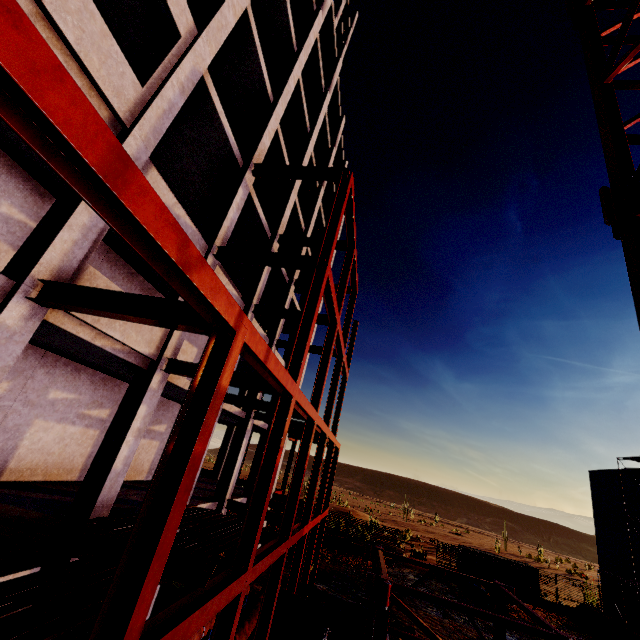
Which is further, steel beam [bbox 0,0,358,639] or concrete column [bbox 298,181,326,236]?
concrete column [bbox 298,181,326,236]

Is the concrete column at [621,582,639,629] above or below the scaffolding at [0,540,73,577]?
below

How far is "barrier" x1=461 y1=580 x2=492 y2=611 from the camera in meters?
23.0

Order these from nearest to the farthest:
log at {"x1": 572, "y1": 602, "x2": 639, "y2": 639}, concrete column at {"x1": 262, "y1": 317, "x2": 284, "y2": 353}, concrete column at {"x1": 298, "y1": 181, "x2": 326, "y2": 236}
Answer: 1. concrete column at {"x1": 262, "y1": 317, "x2": 284, "y2": 353}
2. log at {"x1": 572, "y1": 602, "x2": 639, "y2": 639}
3. concrete column at {"x1": 298, "y1": 181, "x2": 326, "y2": 236}

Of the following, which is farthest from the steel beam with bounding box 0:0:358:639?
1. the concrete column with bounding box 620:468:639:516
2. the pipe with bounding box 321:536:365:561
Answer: the concrete column with bounding box 620:468:639:516

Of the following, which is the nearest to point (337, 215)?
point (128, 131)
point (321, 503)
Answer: point (128, 131)

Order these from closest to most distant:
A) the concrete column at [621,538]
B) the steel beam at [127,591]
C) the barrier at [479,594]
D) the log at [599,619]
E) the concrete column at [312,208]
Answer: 1. the steel beam at [127,591]
2. the log at [599,619]
3. the concrete column at [312,208]
4. the barrier at [479,594]
5. the concrete column at [621,538]

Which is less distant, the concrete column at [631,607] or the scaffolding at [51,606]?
the scaffolding at [51,606]
